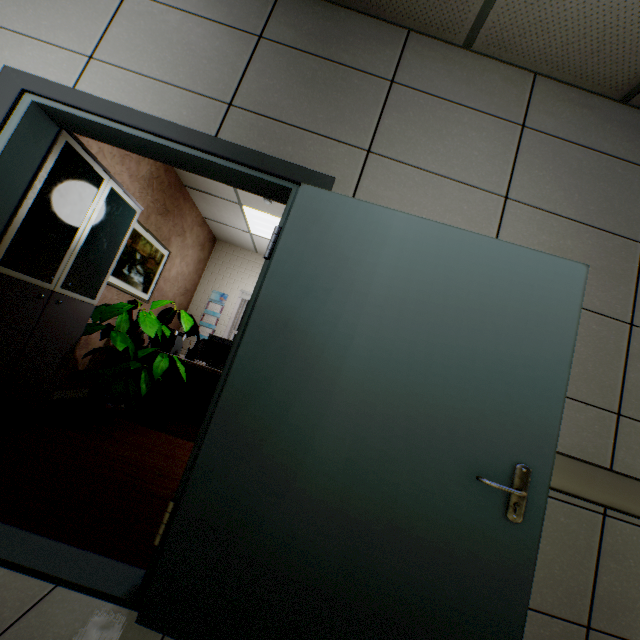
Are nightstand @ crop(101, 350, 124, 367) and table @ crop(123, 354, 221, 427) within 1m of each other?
yes

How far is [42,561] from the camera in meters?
1.4 m

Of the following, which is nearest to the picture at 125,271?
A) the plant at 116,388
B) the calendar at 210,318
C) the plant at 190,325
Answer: the plant at 116,388

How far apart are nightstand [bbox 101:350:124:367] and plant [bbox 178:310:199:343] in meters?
1.2

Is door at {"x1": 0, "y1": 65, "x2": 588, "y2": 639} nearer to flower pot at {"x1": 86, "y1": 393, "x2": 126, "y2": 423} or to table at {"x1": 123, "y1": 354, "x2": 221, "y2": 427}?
flower pot at {"x1": 86, "y1": 393, "x2": 126, "y2": 423}

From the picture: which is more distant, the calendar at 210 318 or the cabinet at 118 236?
the calendar at 210 318

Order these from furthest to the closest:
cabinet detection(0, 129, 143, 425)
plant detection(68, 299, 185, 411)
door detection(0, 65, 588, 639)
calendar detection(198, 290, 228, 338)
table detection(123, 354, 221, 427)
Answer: calendar detection(198, 290, 228, 338) < table detection(123, 354, 221, 427) < plant detection(68, 299, 185, 411) < cabinet detection(0, 129, 143, 425) < door detection(0, 65, 588, 639)

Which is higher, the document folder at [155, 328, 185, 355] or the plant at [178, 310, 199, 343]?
the plant at [178, 310, 199, 343]
